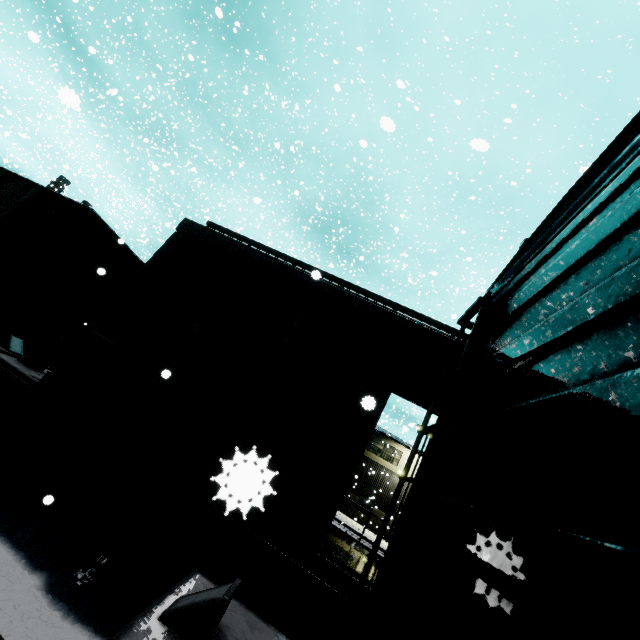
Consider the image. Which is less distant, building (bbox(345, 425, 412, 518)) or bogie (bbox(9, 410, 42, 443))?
bogie (bbox(9, 410, 42, 443))

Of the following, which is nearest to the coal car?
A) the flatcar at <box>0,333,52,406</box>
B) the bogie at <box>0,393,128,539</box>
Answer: the flatcar at <box>0,333,52,406</box>

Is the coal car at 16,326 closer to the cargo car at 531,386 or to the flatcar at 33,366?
the cargo car at 531,386

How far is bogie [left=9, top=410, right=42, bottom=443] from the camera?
4.55m

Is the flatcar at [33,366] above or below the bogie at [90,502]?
above

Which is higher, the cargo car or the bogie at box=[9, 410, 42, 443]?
the cargo car

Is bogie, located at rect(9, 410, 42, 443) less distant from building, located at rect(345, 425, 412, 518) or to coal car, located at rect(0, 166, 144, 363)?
coal car, located at rect(0, 166, 144, 363)

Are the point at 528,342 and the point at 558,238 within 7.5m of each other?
yes
